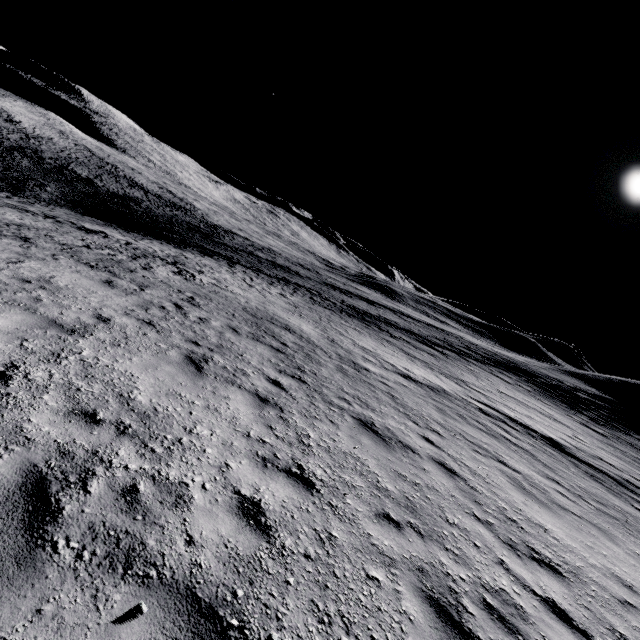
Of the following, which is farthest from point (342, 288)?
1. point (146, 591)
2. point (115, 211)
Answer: point (146, 591)
